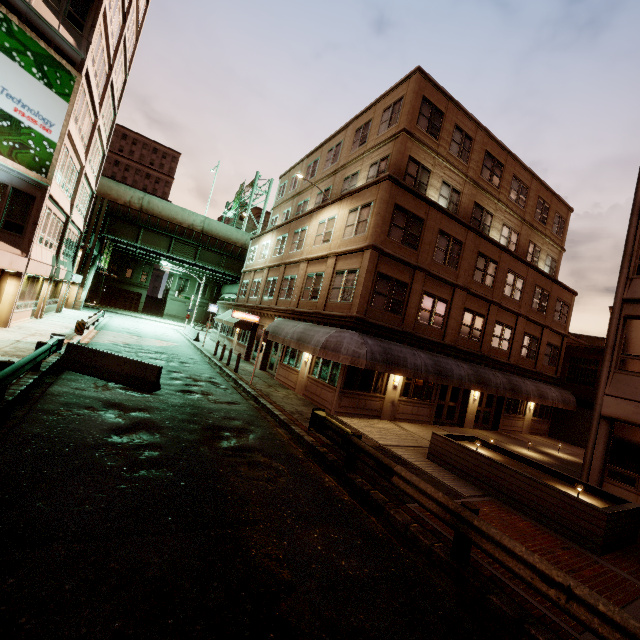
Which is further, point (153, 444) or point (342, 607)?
point (153, 444)

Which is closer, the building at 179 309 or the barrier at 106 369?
the barrier at 106 369

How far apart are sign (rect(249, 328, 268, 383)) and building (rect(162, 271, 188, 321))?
47.7 meters

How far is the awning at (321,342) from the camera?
13.9m

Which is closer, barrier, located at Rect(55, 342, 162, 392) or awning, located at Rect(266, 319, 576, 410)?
barrier, located at Rect(55, 342, 162, 392)

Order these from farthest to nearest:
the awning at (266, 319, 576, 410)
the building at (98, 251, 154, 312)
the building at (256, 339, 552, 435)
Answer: the building at (98, 251, 154, 312) < the building at (256, 339, 552, 435) < the awning at (266, 319, 576, 410)

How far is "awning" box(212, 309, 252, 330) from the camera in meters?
26.5 m

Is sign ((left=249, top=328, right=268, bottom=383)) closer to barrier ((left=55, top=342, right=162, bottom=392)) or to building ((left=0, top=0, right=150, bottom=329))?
barrier ((left=55, top=342, right=162, bottom=392))
